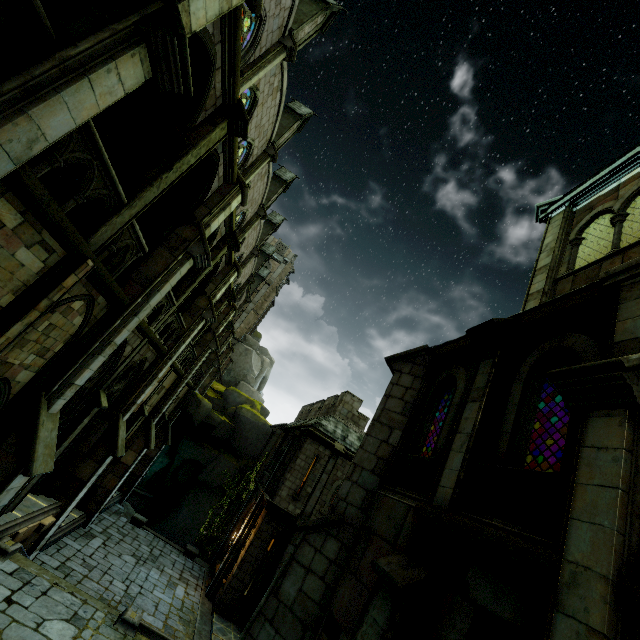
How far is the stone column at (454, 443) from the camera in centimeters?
464cm

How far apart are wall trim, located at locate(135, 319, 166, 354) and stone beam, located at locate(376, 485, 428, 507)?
8.2m

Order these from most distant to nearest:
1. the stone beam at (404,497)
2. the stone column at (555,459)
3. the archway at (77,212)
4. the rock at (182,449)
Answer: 1. the rock at (182,449)
2. the stone column at (555,459)
3. the archway at (77,212)
4. the stone beam at (404,497)

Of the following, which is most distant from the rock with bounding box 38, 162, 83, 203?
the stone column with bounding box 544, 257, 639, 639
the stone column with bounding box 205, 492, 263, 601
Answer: the stone column with bounding box 205, 492, 263, 601

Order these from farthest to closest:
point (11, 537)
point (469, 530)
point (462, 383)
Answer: point (11, 537) → point (462, 383) → point (469, 530)

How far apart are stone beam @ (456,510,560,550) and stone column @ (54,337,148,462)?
10.9m

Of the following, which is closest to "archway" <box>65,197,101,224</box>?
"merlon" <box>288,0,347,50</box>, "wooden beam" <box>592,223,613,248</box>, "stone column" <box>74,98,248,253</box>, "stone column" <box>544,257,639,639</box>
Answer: "stone column" <box>74,98,248,253</box>

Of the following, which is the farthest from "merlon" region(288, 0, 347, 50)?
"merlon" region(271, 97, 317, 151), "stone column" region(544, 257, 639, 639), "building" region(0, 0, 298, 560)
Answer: "stone column" region(544, 257, 639, 639)
